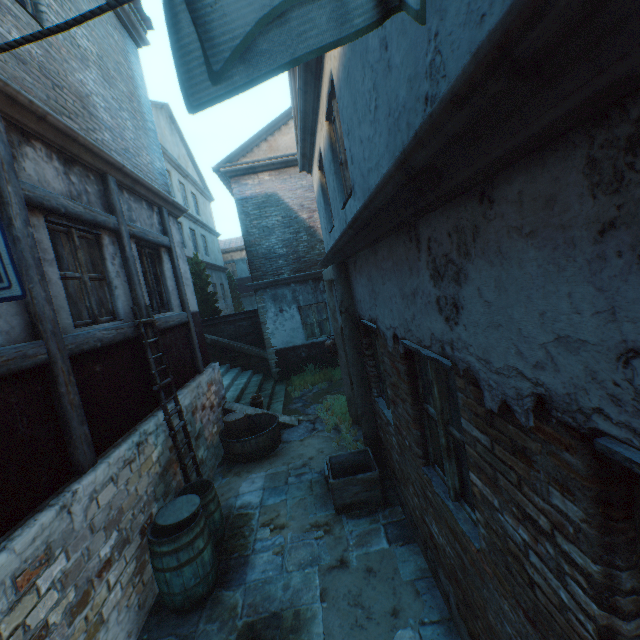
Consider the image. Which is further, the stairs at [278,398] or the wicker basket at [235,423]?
the stairs at [278,398]

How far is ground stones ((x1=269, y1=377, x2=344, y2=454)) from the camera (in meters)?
7.57

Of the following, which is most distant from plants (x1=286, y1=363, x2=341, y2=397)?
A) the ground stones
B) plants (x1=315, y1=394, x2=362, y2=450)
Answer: plants (x1=315, y1=394, x2=362, y2=450)

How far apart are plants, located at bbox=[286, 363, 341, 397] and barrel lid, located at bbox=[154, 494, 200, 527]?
6.6 meters

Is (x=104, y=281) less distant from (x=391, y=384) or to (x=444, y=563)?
(x=391, y=384)

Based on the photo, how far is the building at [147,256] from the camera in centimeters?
569cm

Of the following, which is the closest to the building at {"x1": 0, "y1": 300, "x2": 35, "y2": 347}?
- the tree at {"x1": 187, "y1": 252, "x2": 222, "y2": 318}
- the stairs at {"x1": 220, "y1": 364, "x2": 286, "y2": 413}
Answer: the stairs at {"x1": 220, "y1": 364, "x2": 286, "y2": 413}

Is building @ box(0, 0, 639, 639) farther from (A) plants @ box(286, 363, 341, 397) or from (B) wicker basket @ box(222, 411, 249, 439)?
(A) plants @ box(286, 363, 341, 397)
